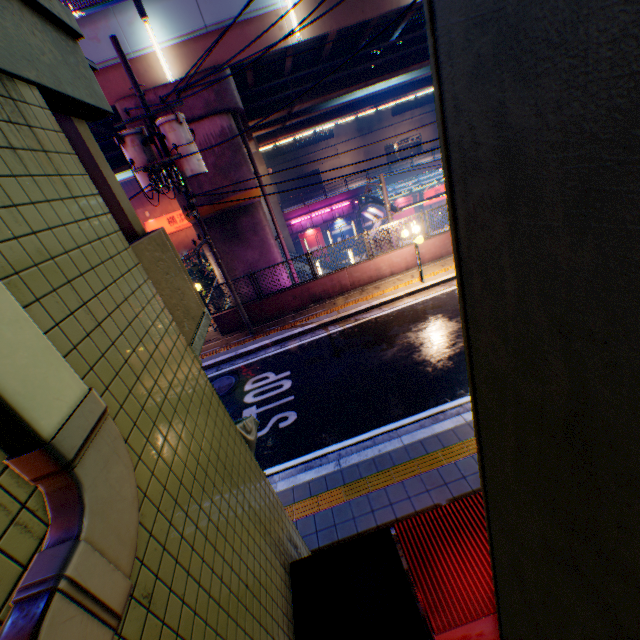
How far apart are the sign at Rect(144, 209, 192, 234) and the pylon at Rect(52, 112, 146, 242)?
27.73m

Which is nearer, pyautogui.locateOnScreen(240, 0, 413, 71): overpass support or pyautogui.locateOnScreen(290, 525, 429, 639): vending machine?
pyautogui.locateOnScreen(290, 525, 429, 639): vending machine

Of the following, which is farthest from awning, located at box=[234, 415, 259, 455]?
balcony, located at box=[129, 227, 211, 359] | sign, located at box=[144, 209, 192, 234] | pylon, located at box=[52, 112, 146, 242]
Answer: sign, located at box=[144, 209, 192, 234]

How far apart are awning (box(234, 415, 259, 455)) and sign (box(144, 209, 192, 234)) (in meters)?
27.83

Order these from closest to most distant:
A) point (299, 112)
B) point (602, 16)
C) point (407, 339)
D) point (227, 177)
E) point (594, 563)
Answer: point (602, 16) → point (594, 563) → point (407, 339) → point (227, 177) → point (299, 112)

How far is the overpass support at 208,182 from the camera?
12.5m

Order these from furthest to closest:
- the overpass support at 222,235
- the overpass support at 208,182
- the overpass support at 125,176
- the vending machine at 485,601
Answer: the overpass support at 125,176 < the overpass support at 222,235 < the overpass support at 208,182 < the vending machine at 485,601

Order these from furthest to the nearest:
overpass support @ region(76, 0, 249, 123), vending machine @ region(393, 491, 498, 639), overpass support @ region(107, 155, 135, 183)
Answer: overpass support @ region(107, 155, 135, 183) < overpass support @ region(76, 0, 249, 123) < vending machine @ region(393, 491, 498, 639)
